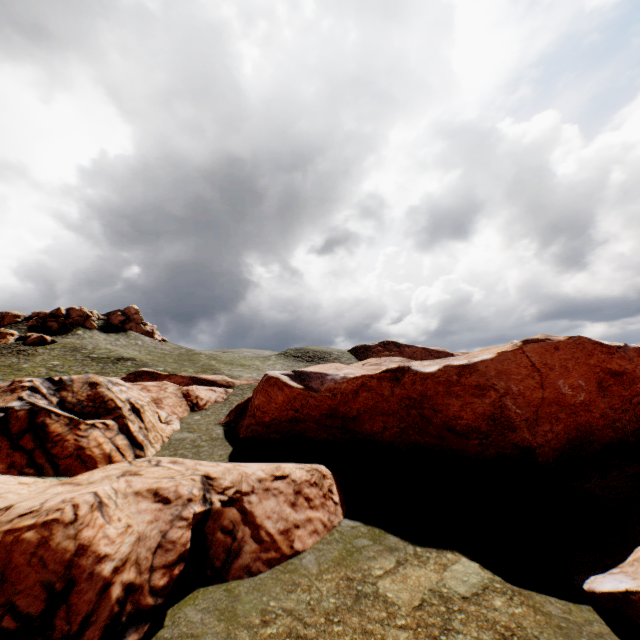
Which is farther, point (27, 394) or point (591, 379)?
point (591, 379)

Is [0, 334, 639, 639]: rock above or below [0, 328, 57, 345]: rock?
below

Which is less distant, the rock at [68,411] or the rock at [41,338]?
the rock at [68,411]

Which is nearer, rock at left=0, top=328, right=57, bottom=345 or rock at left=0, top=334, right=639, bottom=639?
rock at left=0, top=334, right=639, bottom=639

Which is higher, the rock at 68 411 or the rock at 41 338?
the rock at 41 338
